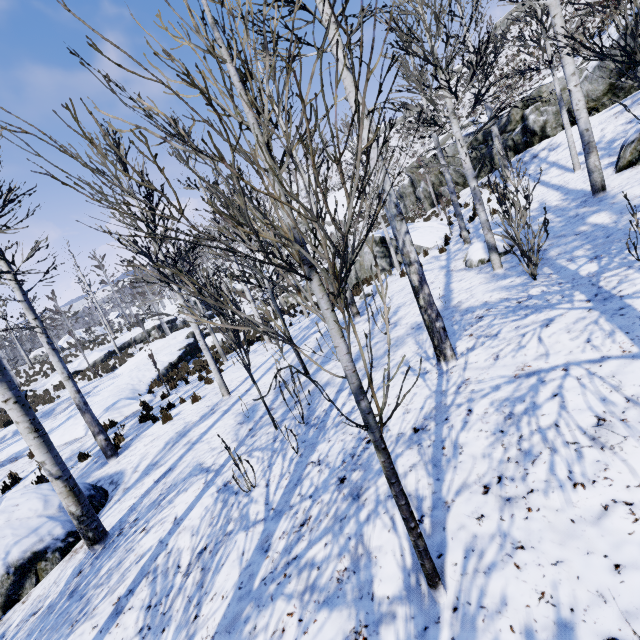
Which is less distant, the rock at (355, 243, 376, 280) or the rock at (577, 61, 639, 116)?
the rock at (577, 61, 639, 116)

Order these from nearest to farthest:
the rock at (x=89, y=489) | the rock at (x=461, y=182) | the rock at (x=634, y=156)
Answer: the rock at (x=89, y=489)
the rock at (x=634, y=156)
the rock at (x=461, y=182)

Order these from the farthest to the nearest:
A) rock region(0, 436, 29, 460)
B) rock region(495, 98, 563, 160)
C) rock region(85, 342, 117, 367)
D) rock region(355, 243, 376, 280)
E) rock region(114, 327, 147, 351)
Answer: rock region(114, 327, 147, 351), rock region(85, 342, 117, 367), rock region(355, 243, 376, 280), rock region(495, 98, 563, 160), rock region(0, 436, 29, 460)

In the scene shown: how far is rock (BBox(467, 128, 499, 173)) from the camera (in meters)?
18.14

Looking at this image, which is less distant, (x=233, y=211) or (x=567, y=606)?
(x=567, y=606)

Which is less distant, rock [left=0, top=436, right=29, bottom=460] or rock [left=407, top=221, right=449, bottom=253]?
rock [left=0, top=436, right=29, bottom=460]

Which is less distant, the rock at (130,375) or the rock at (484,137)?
the rock at (130,375)

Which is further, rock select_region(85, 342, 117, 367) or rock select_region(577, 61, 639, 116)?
rock select_region(85, 342, 117, 367)
